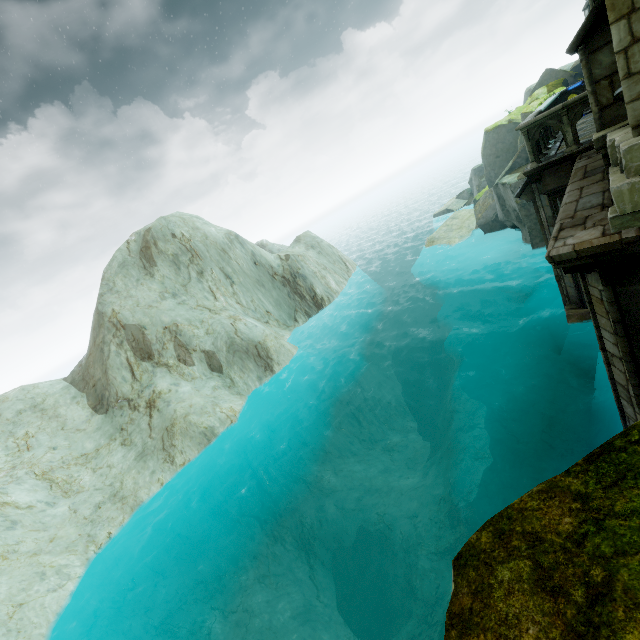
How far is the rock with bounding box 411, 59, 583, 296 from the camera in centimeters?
1906cm

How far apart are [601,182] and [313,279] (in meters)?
24.09

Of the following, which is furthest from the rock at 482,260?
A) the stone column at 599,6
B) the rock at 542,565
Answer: the rock at 542,565

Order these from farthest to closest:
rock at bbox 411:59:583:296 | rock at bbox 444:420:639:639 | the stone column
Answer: rock at bbox 411:59:583:296
the stone column
rock at bbox 444:420:639:639

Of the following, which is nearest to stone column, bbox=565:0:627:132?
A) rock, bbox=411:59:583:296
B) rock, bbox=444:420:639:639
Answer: rock, bbox=444:420:639:639

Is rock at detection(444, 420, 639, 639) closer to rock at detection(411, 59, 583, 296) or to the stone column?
the stone column

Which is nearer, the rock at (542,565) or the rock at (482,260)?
the rock at (542,565)
